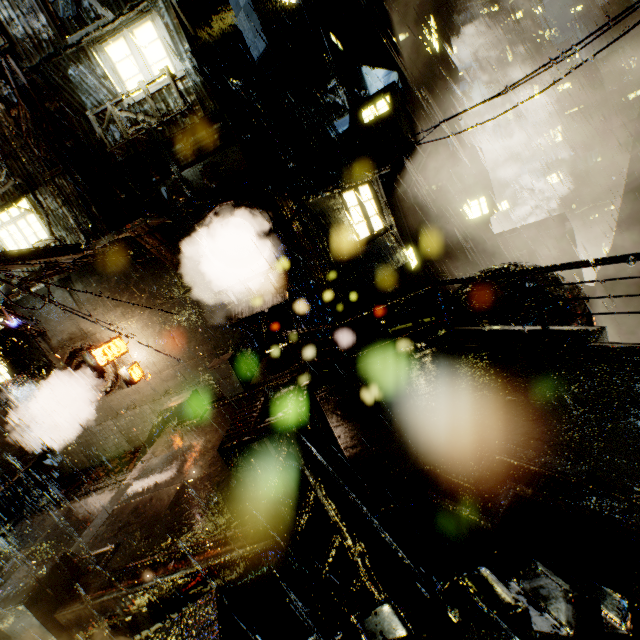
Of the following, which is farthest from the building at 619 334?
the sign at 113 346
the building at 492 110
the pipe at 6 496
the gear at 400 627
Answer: the building at 492 110

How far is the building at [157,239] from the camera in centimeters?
1193cm

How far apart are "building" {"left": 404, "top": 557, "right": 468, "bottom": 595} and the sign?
12.4 meters

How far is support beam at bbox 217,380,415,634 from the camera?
4.12m

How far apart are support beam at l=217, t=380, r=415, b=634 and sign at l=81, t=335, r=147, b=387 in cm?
1041

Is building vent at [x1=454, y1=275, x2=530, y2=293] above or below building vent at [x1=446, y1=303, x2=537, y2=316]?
above

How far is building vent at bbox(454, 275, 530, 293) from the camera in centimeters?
1339cm

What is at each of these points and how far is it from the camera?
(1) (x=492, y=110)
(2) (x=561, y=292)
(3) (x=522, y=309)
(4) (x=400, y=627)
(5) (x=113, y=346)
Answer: (1) building, 55.3m
(2) building vent, 12.8m
(3) building vent, 12.9m
(4) gear, 2.7m
(5) sign, 13.6m
